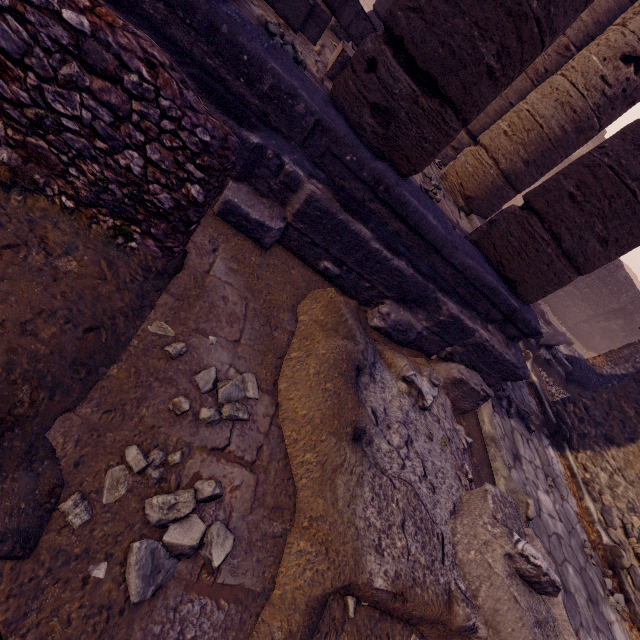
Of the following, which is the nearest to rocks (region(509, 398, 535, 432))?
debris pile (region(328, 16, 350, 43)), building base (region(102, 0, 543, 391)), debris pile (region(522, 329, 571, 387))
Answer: building base (region(102, 0, 543, 391))

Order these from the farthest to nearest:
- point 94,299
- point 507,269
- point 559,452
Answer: point 559,452, point 507,269, point 94,299

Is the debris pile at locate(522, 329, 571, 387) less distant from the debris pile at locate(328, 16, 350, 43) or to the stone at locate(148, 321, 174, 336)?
the debris pile at locate(328, 16, 350, 43)

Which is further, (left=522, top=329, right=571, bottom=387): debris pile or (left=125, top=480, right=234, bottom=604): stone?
(left=522, top=329, right=571, bottom=387): debris pile

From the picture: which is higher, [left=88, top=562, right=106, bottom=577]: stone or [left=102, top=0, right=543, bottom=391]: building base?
[left=102, top=0, right=543, bottom=391]: building base

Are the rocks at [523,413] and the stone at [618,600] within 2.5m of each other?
yes

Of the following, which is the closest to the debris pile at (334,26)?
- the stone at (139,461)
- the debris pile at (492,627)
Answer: the debris pile at (492,627)

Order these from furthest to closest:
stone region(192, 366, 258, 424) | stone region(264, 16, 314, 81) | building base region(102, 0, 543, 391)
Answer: stone region(264, 16, 314, 81) → building base region(102, 0, 543, 391) → stone region(192, 366, 258, 424)
